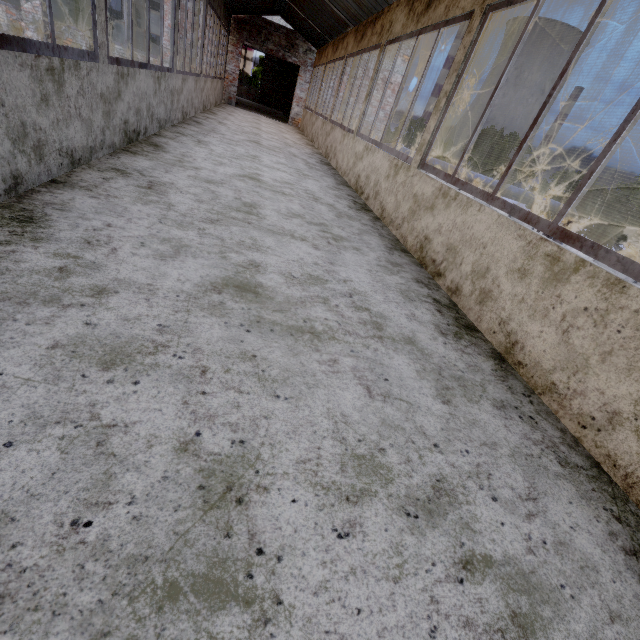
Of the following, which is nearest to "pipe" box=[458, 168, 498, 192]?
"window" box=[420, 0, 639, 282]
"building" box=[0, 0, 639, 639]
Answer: "building" box=[0, 0, 639, 639]

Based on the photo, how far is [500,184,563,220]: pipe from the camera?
15.80m

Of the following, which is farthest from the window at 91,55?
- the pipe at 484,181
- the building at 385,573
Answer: the pipe at 484,181

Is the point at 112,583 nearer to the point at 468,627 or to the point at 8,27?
the point at 468,627

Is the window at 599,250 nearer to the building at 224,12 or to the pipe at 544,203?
the building at 224,12

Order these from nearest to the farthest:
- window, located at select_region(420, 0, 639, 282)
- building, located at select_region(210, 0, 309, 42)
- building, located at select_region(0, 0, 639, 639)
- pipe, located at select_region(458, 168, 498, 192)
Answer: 1. building, located at select_region(0, 0, 639, 639)
2. window, located at select_region(420, 0, 639, 282)
3. building, located at select_region(210, 0, 309, 42)
4. pipe, located at select_region(458, 168, 498, 192)

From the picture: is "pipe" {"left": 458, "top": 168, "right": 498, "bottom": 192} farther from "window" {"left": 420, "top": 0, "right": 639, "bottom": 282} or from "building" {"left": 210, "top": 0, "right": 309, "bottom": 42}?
"window" {"left": 420, "top": 0, "right": 639, "bottom": 282}

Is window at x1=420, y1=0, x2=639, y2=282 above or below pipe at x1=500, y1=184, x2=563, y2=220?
above
